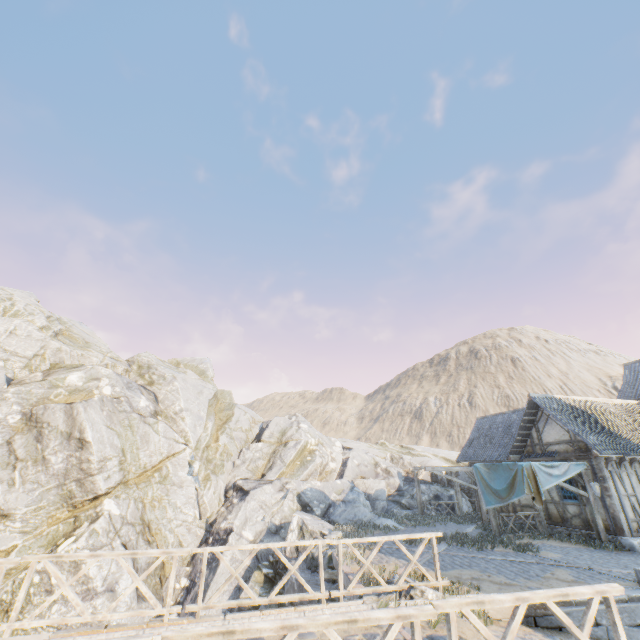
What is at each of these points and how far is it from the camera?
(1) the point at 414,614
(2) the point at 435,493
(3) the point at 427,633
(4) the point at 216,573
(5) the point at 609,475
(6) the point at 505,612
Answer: (1) wooden fence, 3.7 meters
(2) rock, 24.0 meters
(3) bridge support, 5.9 meters
(4) rock, 15.6 meters
(5) building, 13.7 meters
(6) stone blocks, 7.1 meters

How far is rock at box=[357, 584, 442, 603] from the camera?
7.2m

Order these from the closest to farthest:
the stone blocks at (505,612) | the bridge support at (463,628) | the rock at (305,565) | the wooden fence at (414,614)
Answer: the wooden fence at (414,614) < the bridge support at (463,628) < the stone blocks at (505,612) < the rock at (305,565)

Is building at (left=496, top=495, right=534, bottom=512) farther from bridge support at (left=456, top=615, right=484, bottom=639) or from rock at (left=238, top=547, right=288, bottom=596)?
bridge support at (left=456, top=615, right=484, bottom=639)

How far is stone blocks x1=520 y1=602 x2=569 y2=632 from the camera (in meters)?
7.07

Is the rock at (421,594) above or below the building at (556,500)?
below

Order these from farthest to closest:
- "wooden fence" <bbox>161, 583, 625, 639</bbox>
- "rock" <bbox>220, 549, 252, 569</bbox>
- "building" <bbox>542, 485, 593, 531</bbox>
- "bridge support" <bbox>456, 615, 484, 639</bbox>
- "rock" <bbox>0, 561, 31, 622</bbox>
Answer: "rock" <bbox>220, 549, 252, 569</bbox> < "building" <bbox>542, 485, 593, 531</bbox> < "rock" <bbox>0, 561, 31, 622</bbox> < "bridge support" <bbox>456, 615, 484, 639</bbox> < "wooden fence" <bbox>161, 583, 625, 639</bbox>

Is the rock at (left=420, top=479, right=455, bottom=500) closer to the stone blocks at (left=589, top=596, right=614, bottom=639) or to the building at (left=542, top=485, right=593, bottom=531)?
the stone blocks at (left=589, top=596, right=614, bottom=639)
